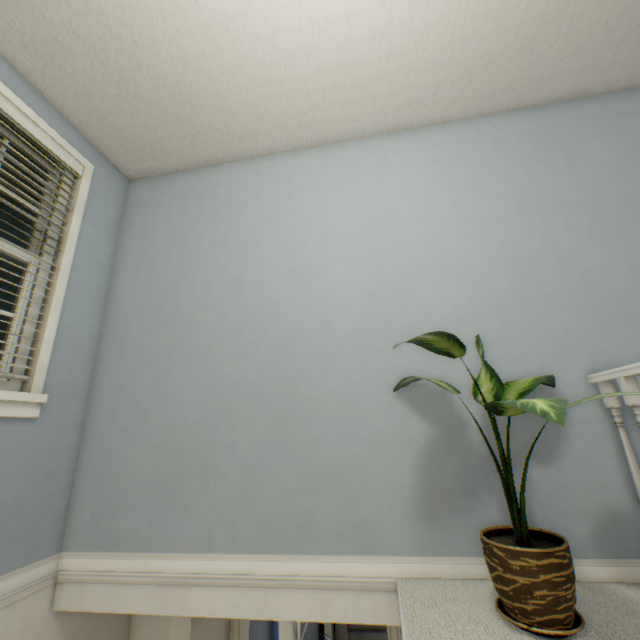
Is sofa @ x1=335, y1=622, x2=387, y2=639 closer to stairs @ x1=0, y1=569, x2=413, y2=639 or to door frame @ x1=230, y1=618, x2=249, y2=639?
door frame @ x1=230, y1=618, x2=249, y2=639

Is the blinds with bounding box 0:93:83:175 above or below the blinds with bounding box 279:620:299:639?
above

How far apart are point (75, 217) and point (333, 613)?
2.52m

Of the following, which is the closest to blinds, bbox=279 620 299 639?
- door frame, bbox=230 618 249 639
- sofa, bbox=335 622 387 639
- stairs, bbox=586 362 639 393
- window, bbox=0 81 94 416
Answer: sofa, bbox=335 622 387 639

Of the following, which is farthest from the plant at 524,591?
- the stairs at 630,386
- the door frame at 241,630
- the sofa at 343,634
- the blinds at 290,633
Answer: the sofa at 343,634

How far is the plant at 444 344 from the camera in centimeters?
118cm

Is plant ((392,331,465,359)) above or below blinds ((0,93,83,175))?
below

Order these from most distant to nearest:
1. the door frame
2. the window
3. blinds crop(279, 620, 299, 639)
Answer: blinds crop(279, 620, 299, 639) → the door frame → the window
